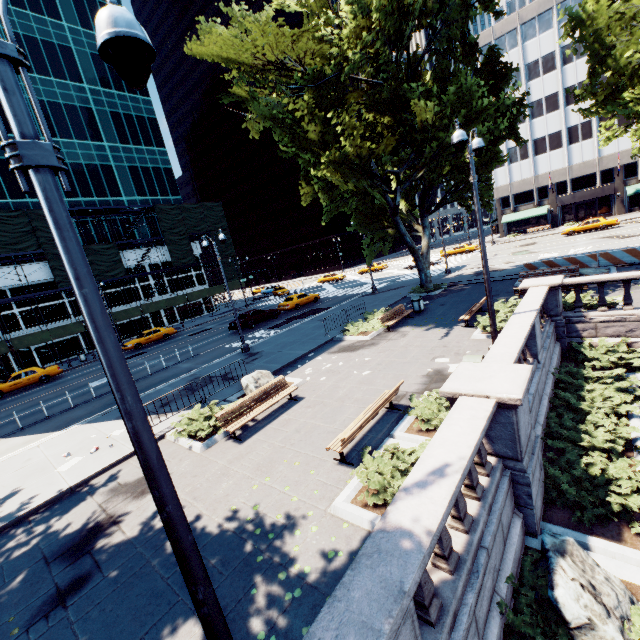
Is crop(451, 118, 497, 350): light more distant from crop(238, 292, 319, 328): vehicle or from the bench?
crop(238, 292, 319, 328): vehicle

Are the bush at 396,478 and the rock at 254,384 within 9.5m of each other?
yes

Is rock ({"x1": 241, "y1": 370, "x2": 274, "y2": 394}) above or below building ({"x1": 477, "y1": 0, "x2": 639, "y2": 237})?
below

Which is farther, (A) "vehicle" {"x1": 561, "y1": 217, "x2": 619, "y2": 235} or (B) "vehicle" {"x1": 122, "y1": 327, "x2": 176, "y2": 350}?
(A) "vehicle" {"x1": 561, "y1": 217, "x2": 619, "y2": 235}

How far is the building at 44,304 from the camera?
35.0 meters

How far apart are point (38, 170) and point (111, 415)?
15.2m

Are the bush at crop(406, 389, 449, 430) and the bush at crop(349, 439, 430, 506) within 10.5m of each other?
yes

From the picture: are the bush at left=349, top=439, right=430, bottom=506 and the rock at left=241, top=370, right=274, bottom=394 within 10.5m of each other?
yes
